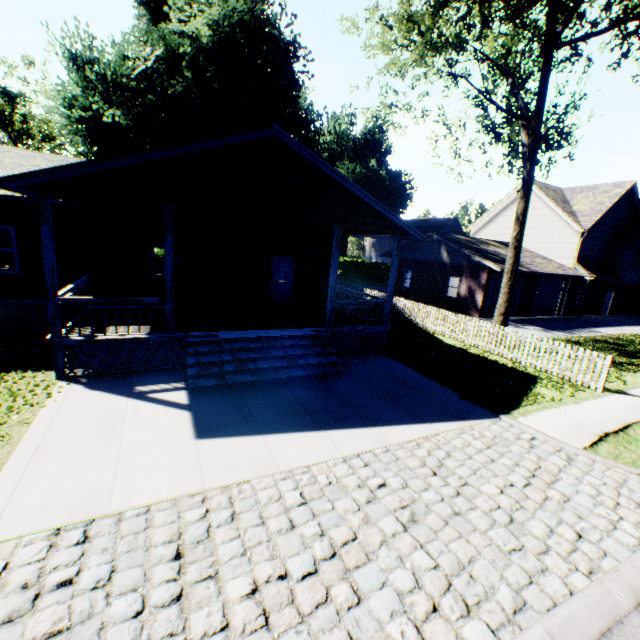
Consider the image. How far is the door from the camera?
15.0m

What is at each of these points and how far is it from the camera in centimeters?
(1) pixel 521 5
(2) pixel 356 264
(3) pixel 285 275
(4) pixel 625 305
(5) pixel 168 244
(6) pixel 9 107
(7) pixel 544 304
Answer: (1) tree, 1179cm
(2) hedge, 4378cm
(3) door, 1531cm
(4) hedge, 3300cm
(5) house, 830cm
(6) plant, 4069cm
(7) garage door, 2541cm

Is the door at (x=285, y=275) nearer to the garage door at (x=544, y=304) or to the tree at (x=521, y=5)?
the tree at (x=521, y=5)

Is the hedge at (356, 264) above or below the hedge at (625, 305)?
above

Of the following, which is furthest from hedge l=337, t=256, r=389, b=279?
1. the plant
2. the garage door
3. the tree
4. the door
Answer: the tree

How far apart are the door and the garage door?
19.93m

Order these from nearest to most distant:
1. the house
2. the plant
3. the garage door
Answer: the house < the plant < the garage door

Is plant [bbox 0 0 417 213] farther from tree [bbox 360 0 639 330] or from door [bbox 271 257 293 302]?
tree [bbox 360 0 639 330]
